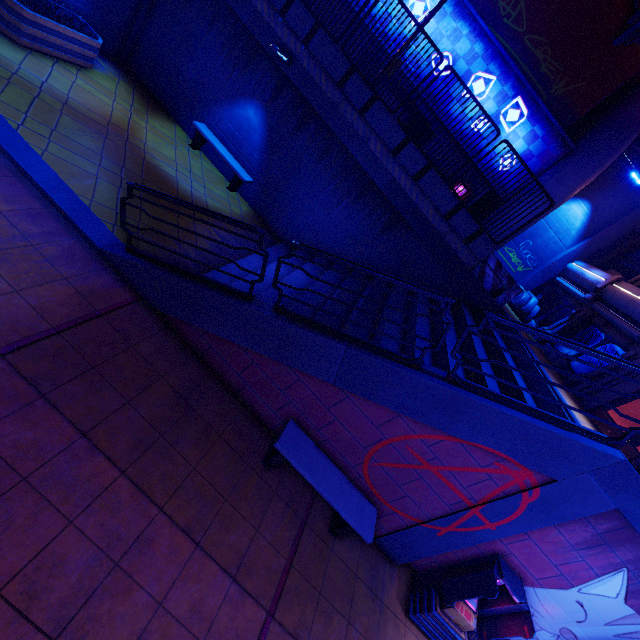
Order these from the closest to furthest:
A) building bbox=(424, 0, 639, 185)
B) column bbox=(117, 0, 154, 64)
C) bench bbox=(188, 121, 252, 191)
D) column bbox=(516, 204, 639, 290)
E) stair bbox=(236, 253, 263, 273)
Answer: stair bbox=(236, 253, 263, 273), column bbox=(117, 0, 154, 64), bench bbox=(188, 121, 252, 191), building bbox=(424, 0, 639, 185), column bbox=(516, 204, 639, 290)

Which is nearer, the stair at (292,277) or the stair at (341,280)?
the stair at (292,277)

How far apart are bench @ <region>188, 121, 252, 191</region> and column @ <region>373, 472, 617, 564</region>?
10.5m

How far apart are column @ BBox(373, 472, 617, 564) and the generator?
16.5 meters

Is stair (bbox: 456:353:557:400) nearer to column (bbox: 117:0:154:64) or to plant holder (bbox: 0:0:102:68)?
plant holder (bbox: 0:0:102:68)

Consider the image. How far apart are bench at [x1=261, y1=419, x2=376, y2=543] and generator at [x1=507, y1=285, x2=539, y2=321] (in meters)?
17.76

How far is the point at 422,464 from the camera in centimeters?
560cm

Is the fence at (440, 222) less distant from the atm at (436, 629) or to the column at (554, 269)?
the atm at (436, 629)
